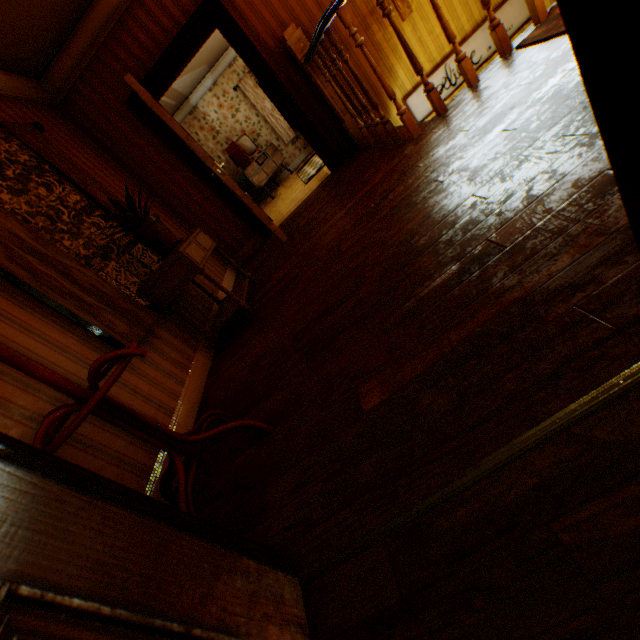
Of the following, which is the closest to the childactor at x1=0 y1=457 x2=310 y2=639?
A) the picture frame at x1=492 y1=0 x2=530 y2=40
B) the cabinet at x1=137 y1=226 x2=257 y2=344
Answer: the cabinet at x1=137 y1=226 x2=257 y2=344

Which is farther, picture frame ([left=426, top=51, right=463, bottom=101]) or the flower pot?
picture frame ([left=426, top=51, right=463, bottom=101])

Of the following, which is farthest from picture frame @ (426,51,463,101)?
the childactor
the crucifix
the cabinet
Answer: the childactor

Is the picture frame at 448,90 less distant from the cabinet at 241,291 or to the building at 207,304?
the building at 207,304

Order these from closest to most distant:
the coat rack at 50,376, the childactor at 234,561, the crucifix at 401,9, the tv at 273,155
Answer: the childactor at 234,561 < the coat rack at 50,376 < the crucifix at 401,9 < the tv at 273,155

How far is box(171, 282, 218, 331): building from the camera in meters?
3.2

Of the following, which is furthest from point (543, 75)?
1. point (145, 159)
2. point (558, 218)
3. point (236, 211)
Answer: point (145, 159)

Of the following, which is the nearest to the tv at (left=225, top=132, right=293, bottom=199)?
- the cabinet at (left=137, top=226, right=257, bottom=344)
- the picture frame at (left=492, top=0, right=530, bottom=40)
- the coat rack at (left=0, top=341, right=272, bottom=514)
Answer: the picture frame at (left=492, top=0, right=530, bottom=40)
